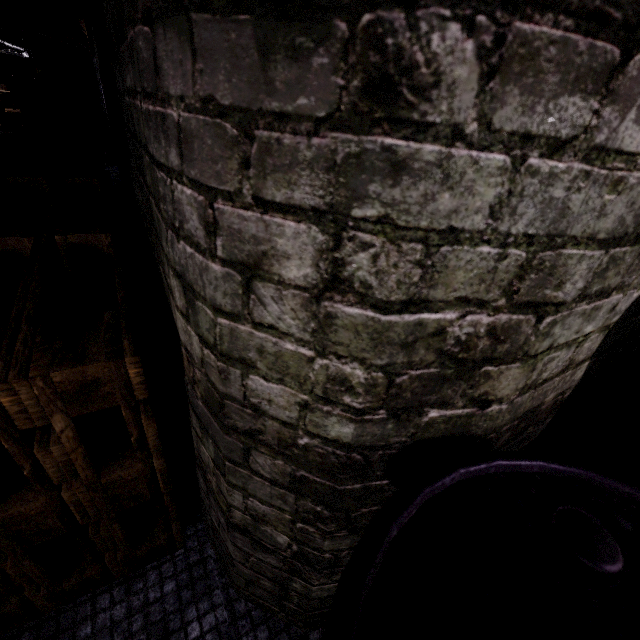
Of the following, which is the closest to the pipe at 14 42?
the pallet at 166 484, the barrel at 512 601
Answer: the pallet at 166 484

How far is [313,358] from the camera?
0.5 meters

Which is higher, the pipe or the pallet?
the pipe

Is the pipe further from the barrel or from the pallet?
the barrel

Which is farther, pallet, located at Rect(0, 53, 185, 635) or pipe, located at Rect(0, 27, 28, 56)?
pipe, located at Rect(0, 27, 28, 56)

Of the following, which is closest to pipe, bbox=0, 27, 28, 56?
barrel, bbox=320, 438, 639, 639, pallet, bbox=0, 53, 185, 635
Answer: pallet, bbox=0, 53, 185, 635
